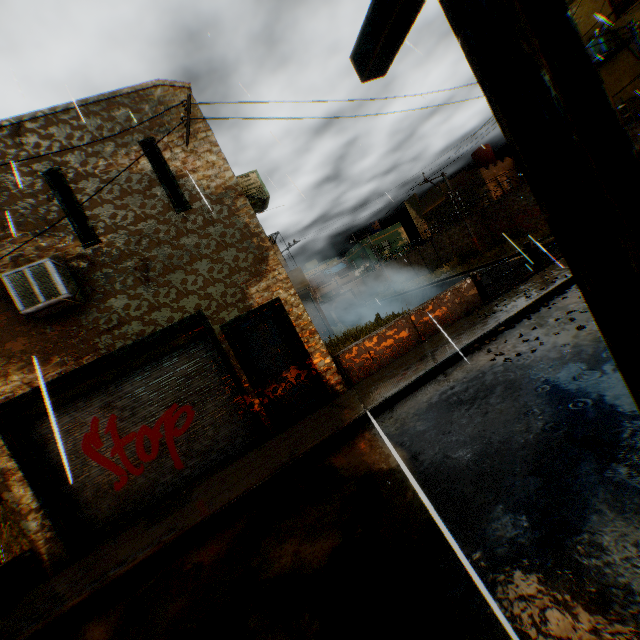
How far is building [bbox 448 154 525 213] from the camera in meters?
26.9

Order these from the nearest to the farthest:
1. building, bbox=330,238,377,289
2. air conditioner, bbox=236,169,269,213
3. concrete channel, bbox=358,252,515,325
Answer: air conditioner, bbox=236,169,269,213, concrete channel, bbox=358,252,515,325, building, bbox=330,238,377,289

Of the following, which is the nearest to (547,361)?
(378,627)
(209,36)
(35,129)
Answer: (378,627)

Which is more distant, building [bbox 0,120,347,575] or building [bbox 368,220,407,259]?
building [bbox 368,220,407,259]

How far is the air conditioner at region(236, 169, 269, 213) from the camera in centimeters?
841cm

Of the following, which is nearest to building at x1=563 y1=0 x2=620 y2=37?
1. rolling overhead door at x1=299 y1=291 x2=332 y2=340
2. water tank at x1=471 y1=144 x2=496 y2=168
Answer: rolling overhead door at x1=299 y1=291 x2=332 y2=340

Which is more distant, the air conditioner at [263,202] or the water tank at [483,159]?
the water tank at [483,159]

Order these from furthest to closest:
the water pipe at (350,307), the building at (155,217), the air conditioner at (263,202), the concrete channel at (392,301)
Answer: the water pipe at (350,307) → the concrete channel at (392,301) → the air conditioner at (263,202) → the building at (155,217)
